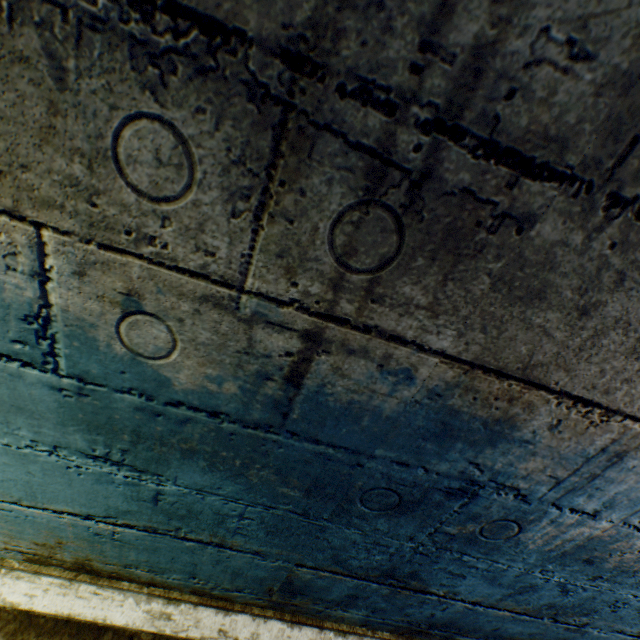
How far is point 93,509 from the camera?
0.98m
